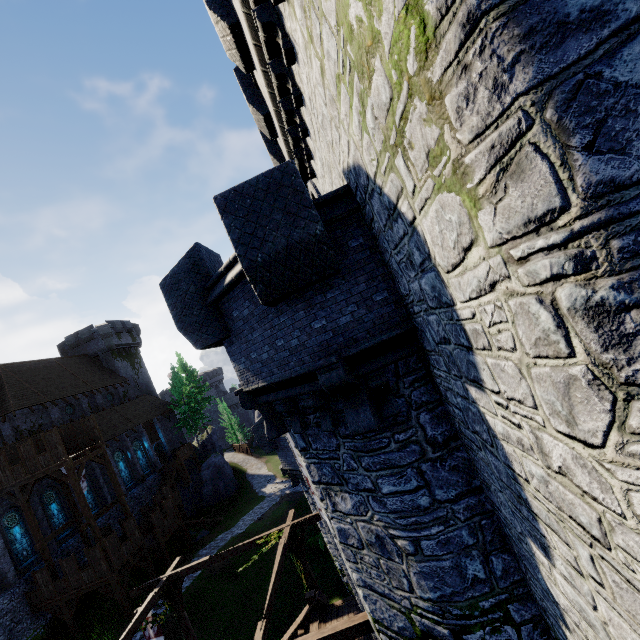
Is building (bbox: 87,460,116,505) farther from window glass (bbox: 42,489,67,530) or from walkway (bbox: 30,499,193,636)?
walkway (bbox: 30,499,193,636)

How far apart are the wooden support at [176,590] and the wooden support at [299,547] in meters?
3.7 m

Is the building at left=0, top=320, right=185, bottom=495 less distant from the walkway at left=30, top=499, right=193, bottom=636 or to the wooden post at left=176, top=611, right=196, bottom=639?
the walkway at left=30, top=499, right=193, bottom=636

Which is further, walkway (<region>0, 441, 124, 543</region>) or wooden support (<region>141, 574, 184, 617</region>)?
walkway (<region>0, 441, 124, 543</region>)

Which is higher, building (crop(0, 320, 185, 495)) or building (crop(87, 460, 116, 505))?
building (crop(0, 320, 185, 495))

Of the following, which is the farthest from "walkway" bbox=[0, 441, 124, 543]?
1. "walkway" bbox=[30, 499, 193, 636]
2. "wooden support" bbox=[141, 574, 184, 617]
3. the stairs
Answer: the stairs

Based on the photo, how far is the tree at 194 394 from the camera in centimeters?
4338cm

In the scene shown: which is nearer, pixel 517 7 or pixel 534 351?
pixel 517 7
